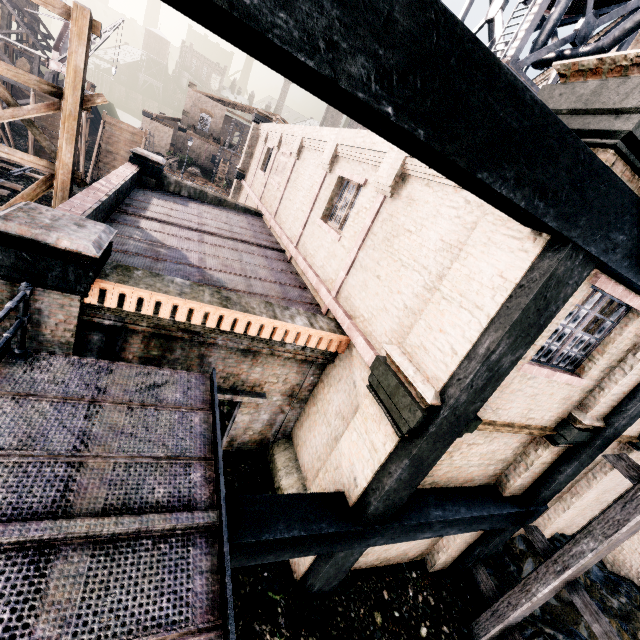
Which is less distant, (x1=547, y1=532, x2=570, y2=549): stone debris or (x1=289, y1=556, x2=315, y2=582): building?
(x1=289, y1=556, x2=315, y2=582): building

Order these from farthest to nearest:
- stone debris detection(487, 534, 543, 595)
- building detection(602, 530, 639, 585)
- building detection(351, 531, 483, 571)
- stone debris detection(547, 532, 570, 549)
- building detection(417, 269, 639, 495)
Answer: building detection(602, 530, 639, 585) < stone debris detection(547, 532, 570, 549) < stone debris detection(487, 534, 543, 595) < building detection(351, 531, 483, 571) < building detection(417, 269, 639, 495)

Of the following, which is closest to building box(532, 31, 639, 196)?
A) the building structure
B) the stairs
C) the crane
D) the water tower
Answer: the building structure

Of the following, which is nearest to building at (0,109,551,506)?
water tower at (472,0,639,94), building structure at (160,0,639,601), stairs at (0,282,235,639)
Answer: building structure at (160,0,639,601)

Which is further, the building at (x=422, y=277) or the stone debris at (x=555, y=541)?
the stone debris at (x=555, y=541)

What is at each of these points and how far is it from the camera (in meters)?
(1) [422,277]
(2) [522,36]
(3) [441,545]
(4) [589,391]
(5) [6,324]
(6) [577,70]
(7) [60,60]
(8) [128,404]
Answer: (1) building, 6.39
(2) water tower, 12.68
(3) building, 9.20
(4) building, 6.91
(5) building, 5.46
(6) building, 3.87
(7) crane, 31.17
(8) stairs, 5.05

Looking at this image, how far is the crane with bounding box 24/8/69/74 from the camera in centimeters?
3101cm
